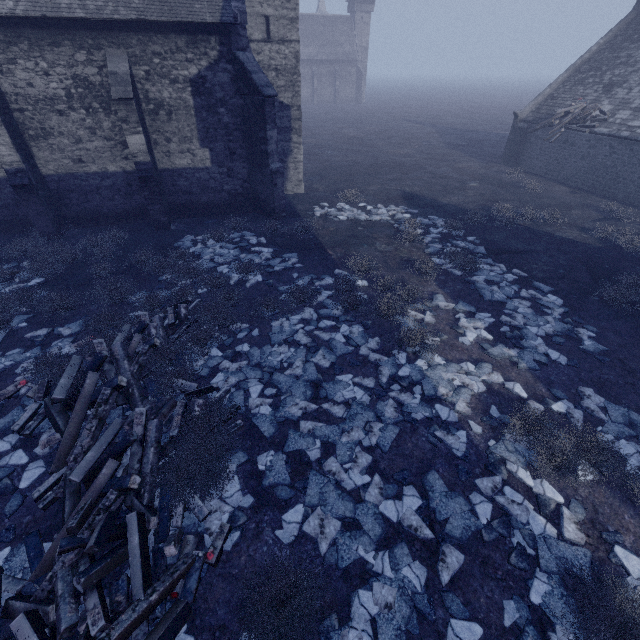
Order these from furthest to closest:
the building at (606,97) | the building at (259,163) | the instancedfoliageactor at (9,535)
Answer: the building at (606,97), the building at (259,163), the instancedfoliageactor at (9,535)

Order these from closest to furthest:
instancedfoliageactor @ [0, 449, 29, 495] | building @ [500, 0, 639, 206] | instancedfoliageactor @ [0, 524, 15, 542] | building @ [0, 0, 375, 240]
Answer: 1. instancedfoliageactor @ [0, 524, 15, 542]
2. instancedfoliageactor @ [0, 449, 29, 495]
3. building @ [0, 0, 375, 240]
4. building @ [500, 0, 639, 206]

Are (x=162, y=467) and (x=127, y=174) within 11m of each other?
no

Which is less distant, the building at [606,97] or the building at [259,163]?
the building at [259,163]

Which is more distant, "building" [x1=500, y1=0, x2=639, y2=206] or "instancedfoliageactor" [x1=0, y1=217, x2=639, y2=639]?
"building" [x1=500, y1=0, x2=639, y2=206]

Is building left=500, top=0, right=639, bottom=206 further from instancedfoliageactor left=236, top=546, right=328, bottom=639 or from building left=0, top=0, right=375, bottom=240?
building left=0, top=0, right=375, bottom=240

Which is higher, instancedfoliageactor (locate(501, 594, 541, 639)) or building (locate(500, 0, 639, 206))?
building (locate(500, 0, 639, 206))
